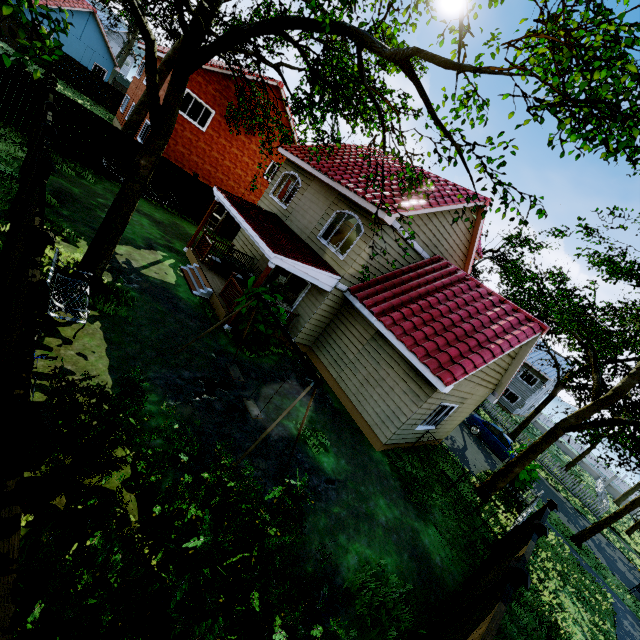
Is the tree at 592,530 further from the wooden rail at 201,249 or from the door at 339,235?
the wooden rail at 201,249

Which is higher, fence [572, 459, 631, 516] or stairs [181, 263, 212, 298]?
fence [572, 459, 631, 516]

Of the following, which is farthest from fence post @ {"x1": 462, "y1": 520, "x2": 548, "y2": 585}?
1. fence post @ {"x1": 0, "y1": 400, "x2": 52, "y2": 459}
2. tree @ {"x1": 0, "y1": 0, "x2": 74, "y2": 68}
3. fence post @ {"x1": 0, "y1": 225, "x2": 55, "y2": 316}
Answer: tree @ {"x1": 0, "y1": 0, "x2": 74, "y2": 68}

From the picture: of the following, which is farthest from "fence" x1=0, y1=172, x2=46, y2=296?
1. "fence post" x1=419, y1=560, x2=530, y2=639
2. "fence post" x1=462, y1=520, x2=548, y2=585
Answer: "fence post" x1=462, y1=520, x2=548, y2=585

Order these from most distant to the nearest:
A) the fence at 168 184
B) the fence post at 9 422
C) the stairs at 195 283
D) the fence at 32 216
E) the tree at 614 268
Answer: the fence at 168 184
the tree at 614 268
the stairs at 195 283
the fence at 32 216
the fence post at 9 422

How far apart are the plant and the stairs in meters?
15.8

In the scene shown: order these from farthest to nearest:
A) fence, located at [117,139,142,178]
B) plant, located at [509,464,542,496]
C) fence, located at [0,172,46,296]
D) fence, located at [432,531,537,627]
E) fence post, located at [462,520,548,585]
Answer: fence, located at [117,139,142,178]
plant, located at [509,464,542,496]
fence post, located at [462,520,548,585]
fence, located at [432,531,537,627]
fence, located at [0,172,46,296]

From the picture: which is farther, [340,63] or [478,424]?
[478,424]
